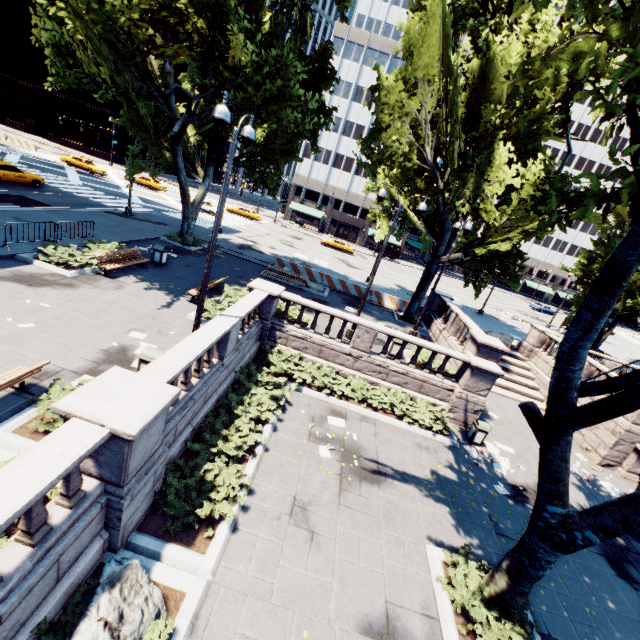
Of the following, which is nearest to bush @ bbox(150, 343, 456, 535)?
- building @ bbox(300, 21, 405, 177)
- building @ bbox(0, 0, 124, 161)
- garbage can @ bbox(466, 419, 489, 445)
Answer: garbage can @ bbox(466, 419, 489, 445)

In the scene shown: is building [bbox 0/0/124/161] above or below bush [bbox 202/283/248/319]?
above

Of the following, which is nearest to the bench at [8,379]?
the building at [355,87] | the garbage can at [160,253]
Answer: the garbage can at [160,253]

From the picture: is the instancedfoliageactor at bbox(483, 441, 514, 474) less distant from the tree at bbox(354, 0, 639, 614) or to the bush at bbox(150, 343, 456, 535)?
the bush at bbox(150, 343, 456, 535)

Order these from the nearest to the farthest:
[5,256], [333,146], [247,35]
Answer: [5,256] → [247,35] → [333,146]

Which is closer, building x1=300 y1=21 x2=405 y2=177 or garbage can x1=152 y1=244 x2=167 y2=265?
garbage can x1=152 y1=244 x2=167 y2=265

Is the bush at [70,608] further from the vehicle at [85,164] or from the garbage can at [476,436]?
the vehicle at [85,164]

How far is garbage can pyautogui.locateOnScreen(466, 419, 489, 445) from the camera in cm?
1366
